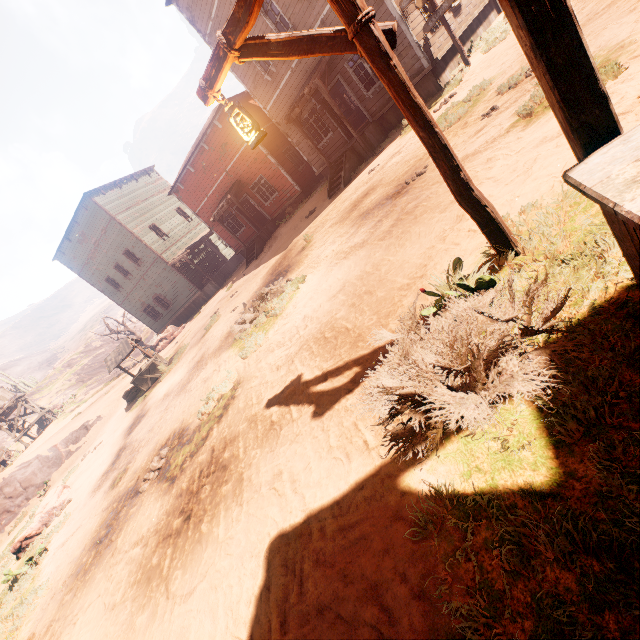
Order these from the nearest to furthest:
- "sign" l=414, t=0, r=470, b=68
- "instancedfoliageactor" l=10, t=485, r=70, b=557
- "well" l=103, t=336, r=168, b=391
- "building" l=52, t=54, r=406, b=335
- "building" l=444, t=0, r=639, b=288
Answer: "building" l=444, t=0, r=639, b=288, "instancedfoliageactor" l=10, t=485, r=70, b=557, "sign" l=414, t=0, r=470, b=68, "building" l=52, t=54, r=406, b=335, "well" l=103, t=336, r=168, b=391

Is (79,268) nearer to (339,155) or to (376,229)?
(339,155)

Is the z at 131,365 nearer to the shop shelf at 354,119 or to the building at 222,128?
the building at 222,128

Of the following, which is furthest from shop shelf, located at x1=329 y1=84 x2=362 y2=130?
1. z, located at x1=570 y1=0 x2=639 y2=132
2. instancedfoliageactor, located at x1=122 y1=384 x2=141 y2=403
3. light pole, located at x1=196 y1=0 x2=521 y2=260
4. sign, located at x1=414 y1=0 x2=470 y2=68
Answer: light pole, located at x1=196 y1=0 x2=521 y2=260

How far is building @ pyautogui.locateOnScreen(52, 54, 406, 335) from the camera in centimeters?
1405cm

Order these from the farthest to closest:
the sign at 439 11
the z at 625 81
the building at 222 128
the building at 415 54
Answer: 1. the building at 222 128
2. the building at 415 54
3. the sign at 439 11
4. the z at 625 81

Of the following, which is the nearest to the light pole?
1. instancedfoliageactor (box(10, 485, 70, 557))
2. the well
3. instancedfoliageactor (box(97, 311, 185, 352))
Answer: instancedfoliageactor (box(10, 485, 70, 557))

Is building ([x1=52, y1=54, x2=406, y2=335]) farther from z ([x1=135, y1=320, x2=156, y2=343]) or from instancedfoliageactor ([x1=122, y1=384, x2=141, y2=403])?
z ([x1=135, y1=320, x2=156, y2=343])
